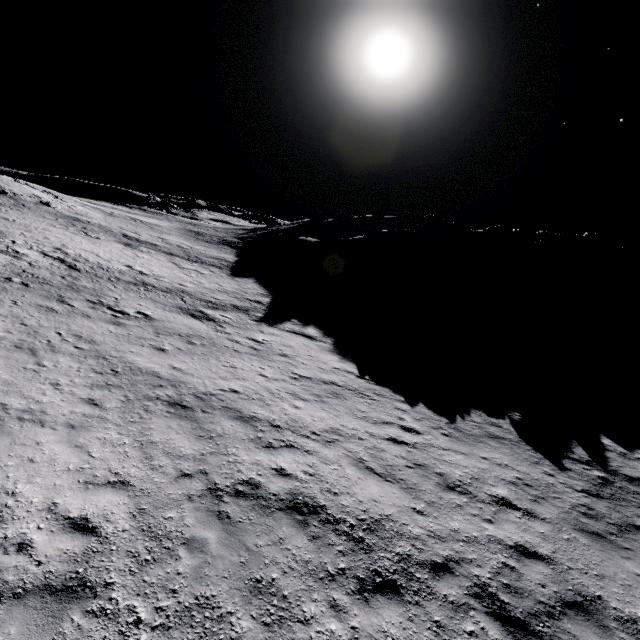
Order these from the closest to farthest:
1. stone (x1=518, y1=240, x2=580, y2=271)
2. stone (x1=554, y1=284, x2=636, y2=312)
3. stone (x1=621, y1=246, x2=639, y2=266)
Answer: stone (x1=554, y1=284, x2=636, y2=312) < stone (x1=518, y1=240, x2=580, y2=271) < stone (x1=621, y1=246, x2=639, y2=266)

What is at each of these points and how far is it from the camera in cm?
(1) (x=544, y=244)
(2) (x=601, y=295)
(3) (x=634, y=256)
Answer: (1) stone, 5425
(2) stone, 4116
(3) stone, 5881

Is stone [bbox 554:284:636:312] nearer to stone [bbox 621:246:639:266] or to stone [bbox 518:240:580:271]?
stone [bbox 518:240:580:271]

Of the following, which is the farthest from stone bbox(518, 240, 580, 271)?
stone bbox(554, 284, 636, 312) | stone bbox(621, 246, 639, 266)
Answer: stone bbox(621, 246, 639, 266)

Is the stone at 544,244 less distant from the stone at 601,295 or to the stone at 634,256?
the stone at 601,295

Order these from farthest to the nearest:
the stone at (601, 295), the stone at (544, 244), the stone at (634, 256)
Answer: the stone at (634, 256) → the stone at (544, 244) → the stone at (601, 295)
